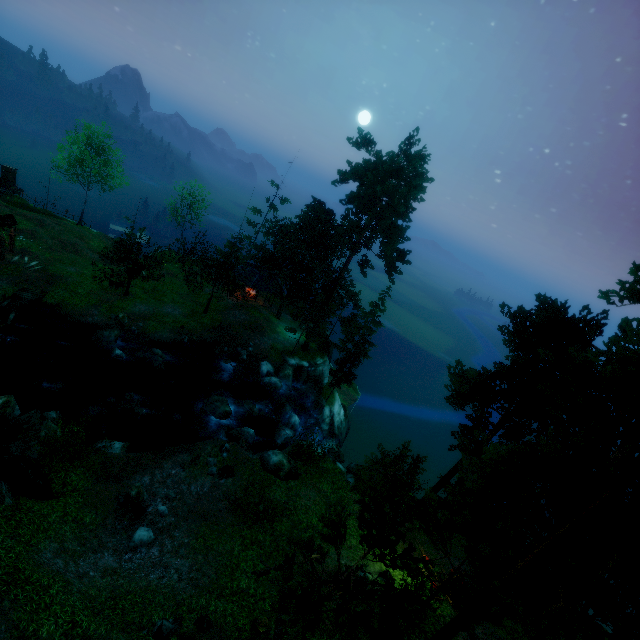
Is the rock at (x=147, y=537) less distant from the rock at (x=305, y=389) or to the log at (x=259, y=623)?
the log at (x=259, y=623)

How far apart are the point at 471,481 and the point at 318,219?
29.7 meters

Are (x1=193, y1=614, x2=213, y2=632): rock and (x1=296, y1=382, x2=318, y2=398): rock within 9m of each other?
no

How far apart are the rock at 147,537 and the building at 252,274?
27.6 meters

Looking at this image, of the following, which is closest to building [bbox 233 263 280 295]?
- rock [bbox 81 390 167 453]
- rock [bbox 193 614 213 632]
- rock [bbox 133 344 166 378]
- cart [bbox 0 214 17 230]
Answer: rock [bbox 133 344 166 378]

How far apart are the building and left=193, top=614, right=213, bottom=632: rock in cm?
3129

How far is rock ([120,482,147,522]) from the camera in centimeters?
1567cm

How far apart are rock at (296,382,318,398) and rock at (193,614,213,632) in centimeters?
2369cm
